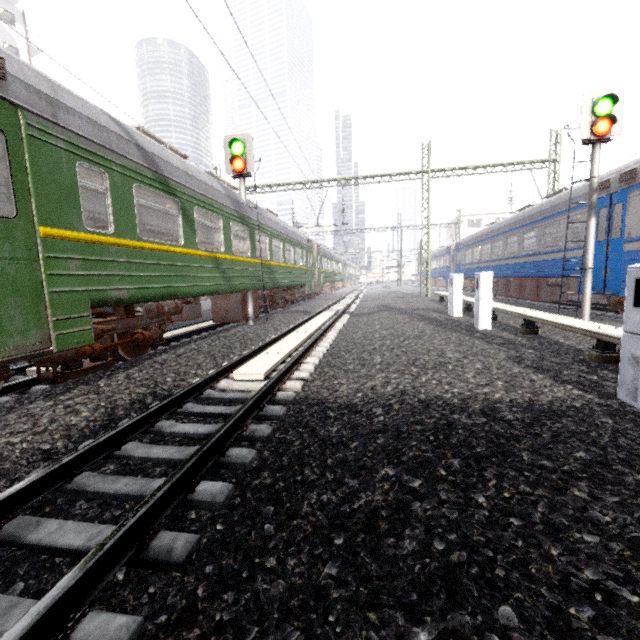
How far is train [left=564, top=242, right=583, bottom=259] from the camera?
10.4 meters

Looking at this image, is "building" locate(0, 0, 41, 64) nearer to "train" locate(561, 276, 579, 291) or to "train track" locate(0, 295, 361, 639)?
"train track" locate(0, 295, 361, 639)

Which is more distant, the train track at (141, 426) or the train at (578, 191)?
the train at (578, 191)

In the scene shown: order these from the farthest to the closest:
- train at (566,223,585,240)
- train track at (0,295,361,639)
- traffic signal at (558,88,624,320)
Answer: train at (566,223,585,240) < traffic signal at (558,88,624,320) < train track at (0,295,361,639)

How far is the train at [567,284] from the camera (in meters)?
10.67

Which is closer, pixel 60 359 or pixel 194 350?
pixel 60 359

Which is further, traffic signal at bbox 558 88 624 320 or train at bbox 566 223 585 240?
train at bbox 566 223 585 240

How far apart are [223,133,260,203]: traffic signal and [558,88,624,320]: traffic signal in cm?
896
